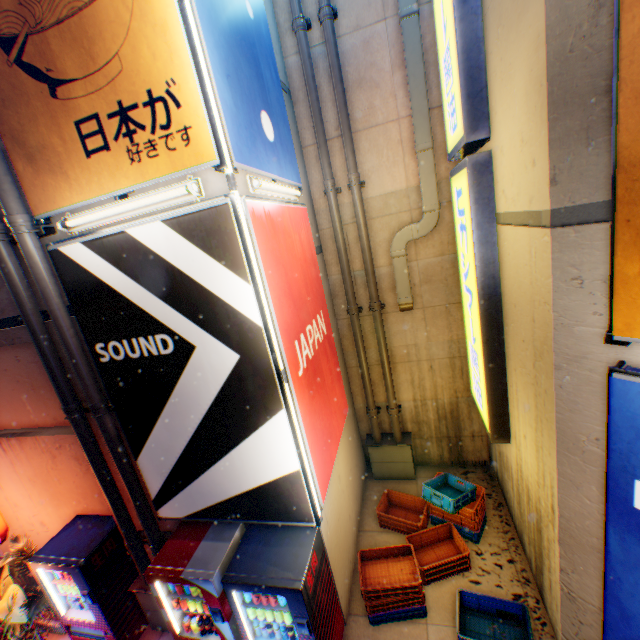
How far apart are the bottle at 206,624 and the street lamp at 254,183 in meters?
5.9 m

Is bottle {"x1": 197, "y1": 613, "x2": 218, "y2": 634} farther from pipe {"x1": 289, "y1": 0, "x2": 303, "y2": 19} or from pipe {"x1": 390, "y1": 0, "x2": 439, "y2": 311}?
pipe {"x1": 390, "y1": 0, "x2": 439, "y2": 311}

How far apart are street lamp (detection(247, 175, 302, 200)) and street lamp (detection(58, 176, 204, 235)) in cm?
66

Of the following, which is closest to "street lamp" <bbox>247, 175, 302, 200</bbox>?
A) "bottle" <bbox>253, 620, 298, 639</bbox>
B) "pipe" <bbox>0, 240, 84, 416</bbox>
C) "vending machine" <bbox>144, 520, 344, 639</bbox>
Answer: "pipe" <bbox>0, 240, 84, 416</bbox>

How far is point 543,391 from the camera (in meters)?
3.62

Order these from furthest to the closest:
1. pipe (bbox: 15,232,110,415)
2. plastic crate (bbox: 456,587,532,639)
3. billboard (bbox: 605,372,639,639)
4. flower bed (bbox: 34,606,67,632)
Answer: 1. flower bed (bbox: 34,606,67,632)
2. plastic crate (bbox: 456,587,532,639)
3. pipe (bbox: 15,232,110,415)
4. billboard (bbox: 605,372,639,639)

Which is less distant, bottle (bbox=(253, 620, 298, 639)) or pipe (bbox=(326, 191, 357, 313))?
bottle (bbox=(253, 620, 298, 639))

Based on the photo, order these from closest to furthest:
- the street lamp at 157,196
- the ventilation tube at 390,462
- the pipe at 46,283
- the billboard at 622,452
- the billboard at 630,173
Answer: the billboard at 630,173 → the billboard at 622,452 → the street lamp at 157,196 → the pipe at 46,283 → the ventilation tube at 390,462
